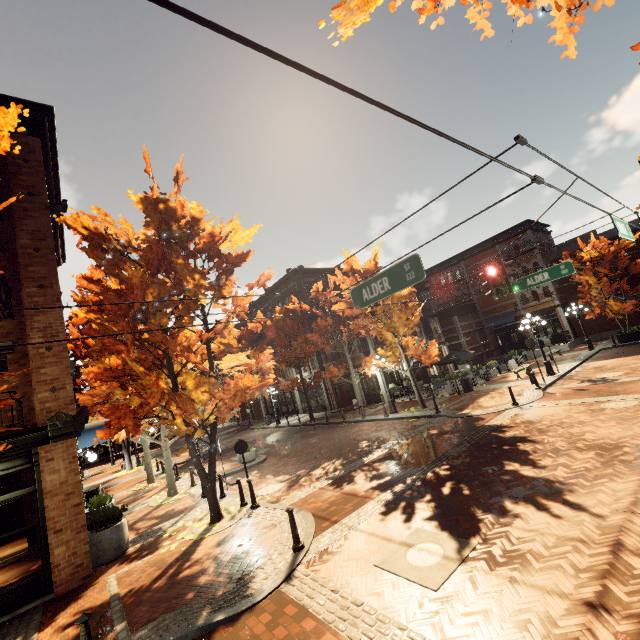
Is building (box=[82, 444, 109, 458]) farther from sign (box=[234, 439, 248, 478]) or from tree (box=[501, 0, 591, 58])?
sign (box=[234, 439, 248, 478])

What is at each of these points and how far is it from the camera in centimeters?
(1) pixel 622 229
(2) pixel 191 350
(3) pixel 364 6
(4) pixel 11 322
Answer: (1) sign, 654cm
(2) tree, 1073cm
(3) tree, 552cm
(4) building, 880cm

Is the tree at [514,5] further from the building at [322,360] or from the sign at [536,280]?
the sign at [536,280]

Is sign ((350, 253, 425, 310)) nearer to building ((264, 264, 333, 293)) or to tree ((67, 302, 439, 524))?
tree ((67, 302, 439, 524))

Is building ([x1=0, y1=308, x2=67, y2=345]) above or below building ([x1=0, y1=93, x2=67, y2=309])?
below

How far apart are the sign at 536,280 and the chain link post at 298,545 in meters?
10.6 m

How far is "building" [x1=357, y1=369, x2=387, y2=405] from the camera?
25.1 meters

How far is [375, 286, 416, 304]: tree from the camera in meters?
17.3 m
